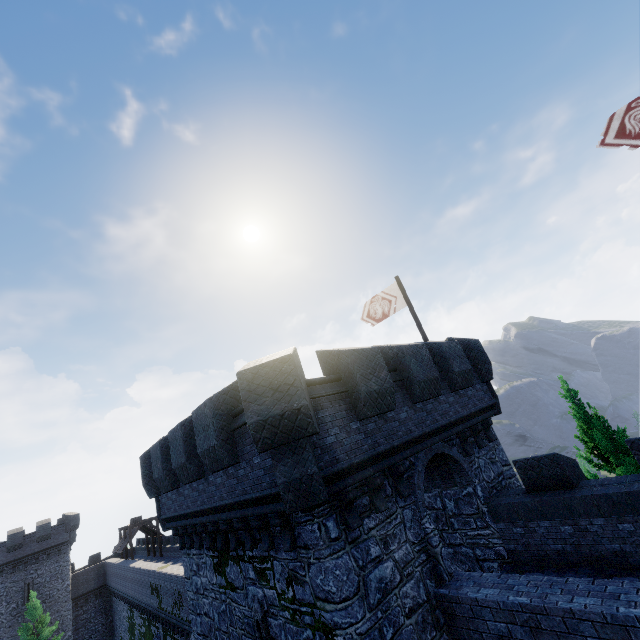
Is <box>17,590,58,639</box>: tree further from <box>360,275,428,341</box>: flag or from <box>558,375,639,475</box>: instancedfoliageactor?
<box>558,375,639,475</box>: instancedfoliageactor

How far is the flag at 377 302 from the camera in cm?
1516

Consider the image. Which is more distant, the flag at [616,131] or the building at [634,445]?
the flag at [616,131]

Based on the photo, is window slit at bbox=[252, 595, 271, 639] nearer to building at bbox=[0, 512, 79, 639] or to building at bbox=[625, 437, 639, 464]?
building at bbox=[625, 437, 639, 464]

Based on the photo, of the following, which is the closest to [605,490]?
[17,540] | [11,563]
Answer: [17,540]

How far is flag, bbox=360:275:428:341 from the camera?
15.16m

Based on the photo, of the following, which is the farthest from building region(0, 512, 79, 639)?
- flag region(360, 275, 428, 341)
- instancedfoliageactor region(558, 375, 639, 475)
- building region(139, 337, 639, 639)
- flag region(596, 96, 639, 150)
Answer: flag region(596, 96, 639, 150)
